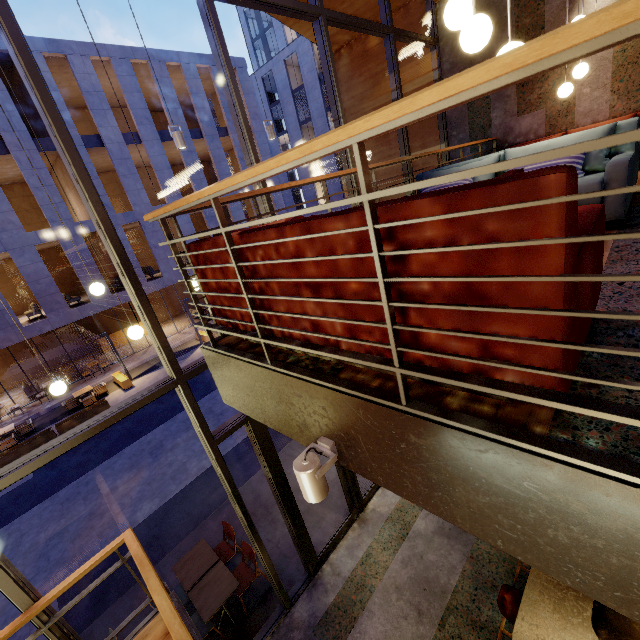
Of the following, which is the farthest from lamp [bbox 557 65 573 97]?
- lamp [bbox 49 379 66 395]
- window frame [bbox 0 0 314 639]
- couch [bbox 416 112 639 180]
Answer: lamp [bbox 49 379 66 395]

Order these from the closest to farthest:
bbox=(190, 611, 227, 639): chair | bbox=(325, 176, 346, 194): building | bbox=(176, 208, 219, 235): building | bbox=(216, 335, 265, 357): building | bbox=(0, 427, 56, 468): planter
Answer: bbox=(216, 335, 265, 357): building → bbox=(190, 611, 227, 639): chair → bbox=(0, 427, 56, 468): planter → bbox=(176, 208, 219, 235): building → bbox=(325, 176, 346, 194): building

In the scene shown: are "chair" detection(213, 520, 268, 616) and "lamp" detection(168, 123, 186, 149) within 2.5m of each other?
no

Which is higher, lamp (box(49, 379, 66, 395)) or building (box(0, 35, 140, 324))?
building (box(0, 35, 140, 324))

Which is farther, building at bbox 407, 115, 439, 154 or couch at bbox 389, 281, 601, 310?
building at bbox 407, 115, 439, 154

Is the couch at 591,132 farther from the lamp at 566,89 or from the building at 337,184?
the building at 337,184

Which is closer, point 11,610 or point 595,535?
point 595,535

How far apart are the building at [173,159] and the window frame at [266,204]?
16.8m
